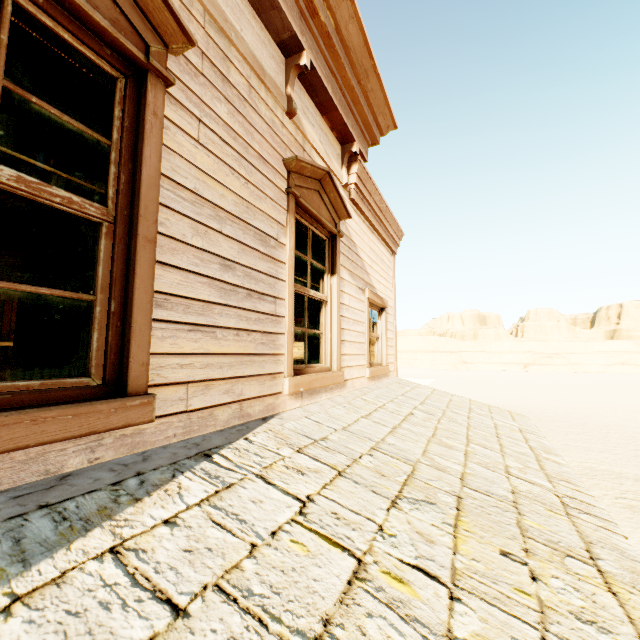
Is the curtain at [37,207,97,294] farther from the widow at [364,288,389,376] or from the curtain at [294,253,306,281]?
the widow at [364,288,389,376]

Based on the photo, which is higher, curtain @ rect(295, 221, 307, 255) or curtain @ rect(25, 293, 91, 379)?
curtain @ rect(295, 221, 307, 255)

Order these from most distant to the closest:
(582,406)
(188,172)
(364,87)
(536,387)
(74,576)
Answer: (536,387), (582,406), (364,87), (188,172), (74,576)

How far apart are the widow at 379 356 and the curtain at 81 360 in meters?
3.7

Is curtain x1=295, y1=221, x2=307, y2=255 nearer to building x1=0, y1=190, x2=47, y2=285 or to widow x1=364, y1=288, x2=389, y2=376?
building x1=0, y1=190, x2=47, y2=285

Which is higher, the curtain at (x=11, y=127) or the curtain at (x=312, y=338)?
the curtain at (x=11, y=127)

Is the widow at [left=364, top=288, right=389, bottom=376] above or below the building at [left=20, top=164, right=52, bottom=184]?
below

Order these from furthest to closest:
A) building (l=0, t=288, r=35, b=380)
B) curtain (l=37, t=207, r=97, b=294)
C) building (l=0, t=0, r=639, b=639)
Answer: building (l=0, t=288, r=35, b=380), curtain (l=37, t=207, r=97, b=294), building (l=0, t=0, r=639, b=639)
